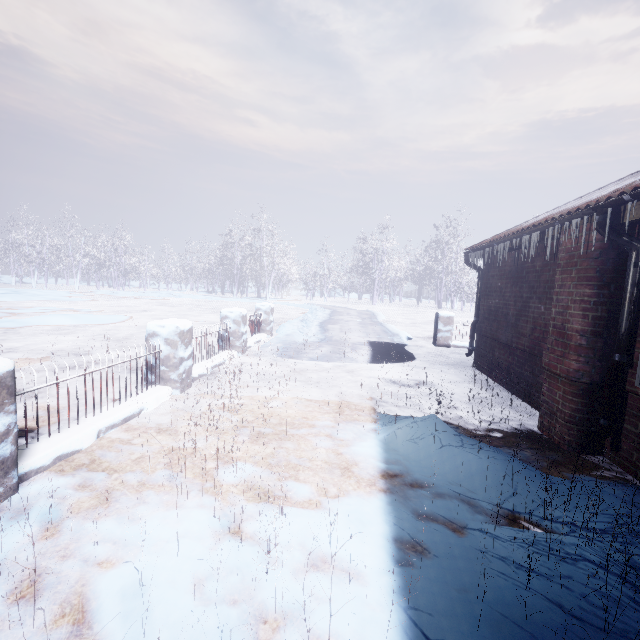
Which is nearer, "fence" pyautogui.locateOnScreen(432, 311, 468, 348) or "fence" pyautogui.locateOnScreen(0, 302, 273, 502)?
"fence" pyautogui.locateOnScreen(0, 302, 273, 502)

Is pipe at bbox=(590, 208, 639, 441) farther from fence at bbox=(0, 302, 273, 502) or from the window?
fence at bbox=(0, 302, 273, 502)

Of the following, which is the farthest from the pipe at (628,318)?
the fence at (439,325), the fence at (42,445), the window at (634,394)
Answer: the fence at (439,325)

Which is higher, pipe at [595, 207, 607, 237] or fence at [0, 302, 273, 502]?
pipe at [595, 207, 607, 237]

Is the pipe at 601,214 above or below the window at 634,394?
above

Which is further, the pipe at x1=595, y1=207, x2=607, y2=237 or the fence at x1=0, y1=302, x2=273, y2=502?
the pipe at x1=595, y1=207, x2=607, y2=237

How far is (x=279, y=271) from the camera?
29.1m
